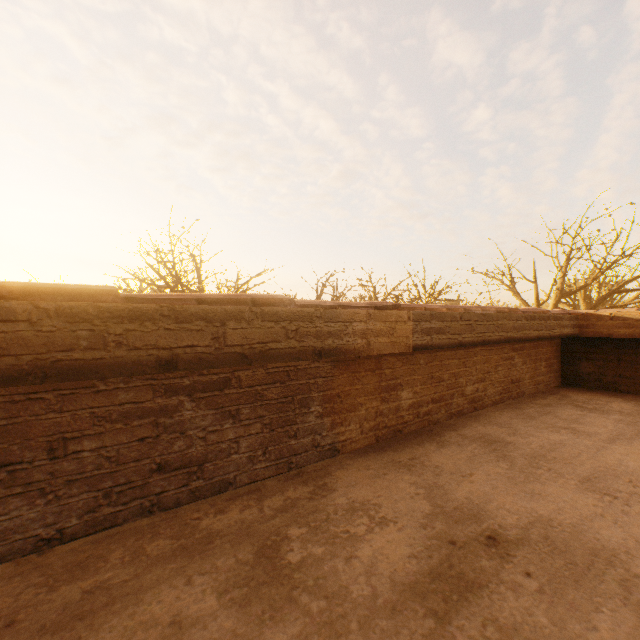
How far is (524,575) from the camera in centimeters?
126cm
